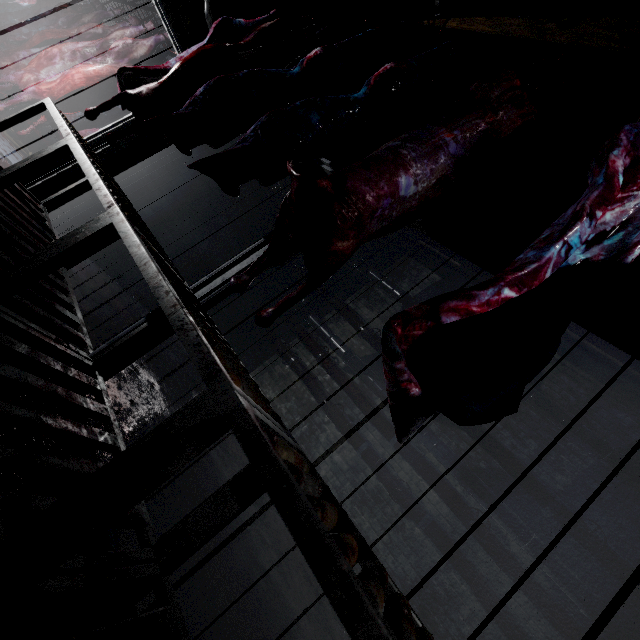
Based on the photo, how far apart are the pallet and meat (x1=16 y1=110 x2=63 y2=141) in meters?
1.3 m

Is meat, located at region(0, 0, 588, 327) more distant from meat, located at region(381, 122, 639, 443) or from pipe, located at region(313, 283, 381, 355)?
meat, located at region(381, 122, 639, 443)

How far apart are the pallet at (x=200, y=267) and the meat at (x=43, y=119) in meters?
1.3

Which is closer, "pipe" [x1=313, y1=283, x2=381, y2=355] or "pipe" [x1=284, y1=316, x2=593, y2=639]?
"pipe" [x1=284, y1=316, x2=593, y2=639]

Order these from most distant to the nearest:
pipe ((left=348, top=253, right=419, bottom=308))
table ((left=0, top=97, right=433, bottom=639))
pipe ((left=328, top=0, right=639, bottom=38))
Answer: pipe ((left=348, top=253, right=419, bottom=308)), pipe ((left=328, top=0, right=639, bottom=38)), table ((left=0, top=97, right=433, bottom=639))

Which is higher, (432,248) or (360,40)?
(432,248)

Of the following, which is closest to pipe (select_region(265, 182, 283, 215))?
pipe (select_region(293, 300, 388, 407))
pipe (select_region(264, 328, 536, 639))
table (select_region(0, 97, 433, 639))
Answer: pipe (select_region(293, 300, 388, 407))

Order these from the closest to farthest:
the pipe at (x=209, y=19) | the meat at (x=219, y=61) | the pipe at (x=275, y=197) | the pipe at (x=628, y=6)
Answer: the meat at (x=219, y=61) < the pipe at (x=628, y=6) < the pipe at (x=209, y=19) < the pipe at (x=275, y=197)
